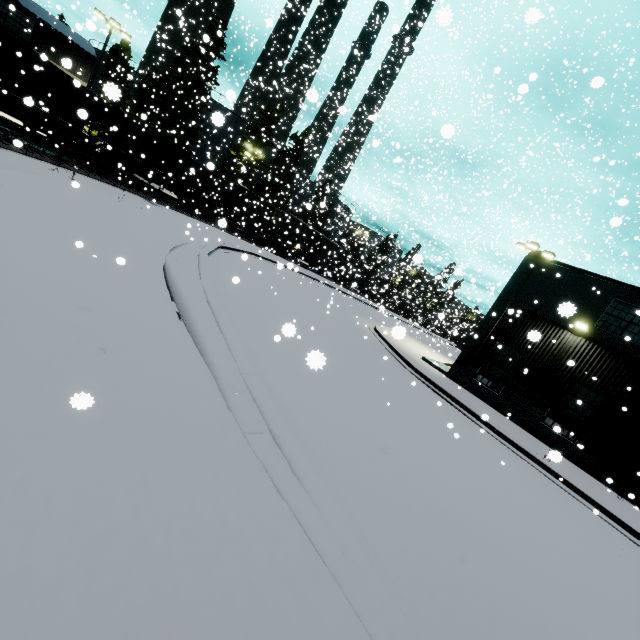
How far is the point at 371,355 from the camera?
13.98m

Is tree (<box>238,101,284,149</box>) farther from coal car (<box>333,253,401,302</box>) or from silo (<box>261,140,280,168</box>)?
coal car (<box>333,253,401,302</box>)

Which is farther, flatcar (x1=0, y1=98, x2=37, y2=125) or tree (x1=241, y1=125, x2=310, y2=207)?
tree (x1=241, y1=125, x2=310, y2=207)

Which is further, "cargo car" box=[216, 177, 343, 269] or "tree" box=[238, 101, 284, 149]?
"tree" box=[238, 101, 284, 149]

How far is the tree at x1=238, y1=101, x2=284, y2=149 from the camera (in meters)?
38.94

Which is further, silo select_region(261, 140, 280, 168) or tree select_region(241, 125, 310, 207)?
silo select_region(261, 140, 280, 168)

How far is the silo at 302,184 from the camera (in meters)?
41.18

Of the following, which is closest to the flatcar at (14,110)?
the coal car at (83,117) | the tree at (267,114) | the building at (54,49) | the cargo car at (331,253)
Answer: the coal car at (83,117)
